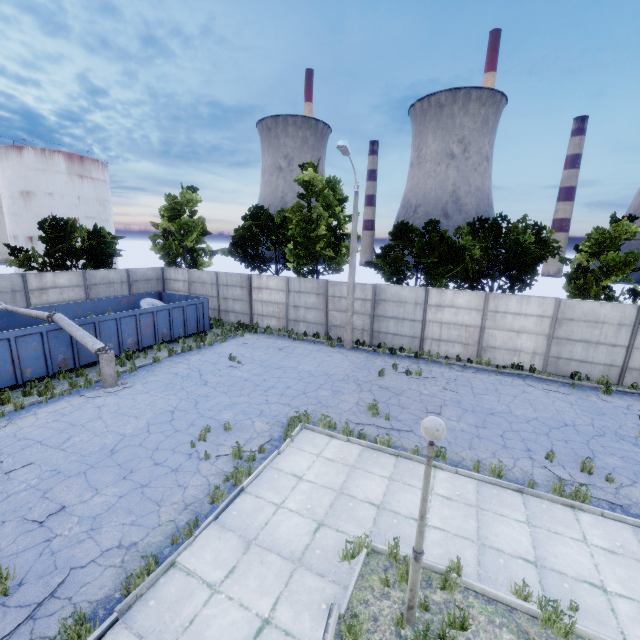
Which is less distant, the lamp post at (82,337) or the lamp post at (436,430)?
the lamp post at (436,430)

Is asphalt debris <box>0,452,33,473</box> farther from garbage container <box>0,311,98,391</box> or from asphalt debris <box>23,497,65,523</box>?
garbage container <box>0,311,98,391</box>

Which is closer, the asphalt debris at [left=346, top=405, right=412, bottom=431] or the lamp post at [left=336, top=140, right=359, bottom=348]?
the asphalt debris at [left=346, top=405, right=412, bottom=431]

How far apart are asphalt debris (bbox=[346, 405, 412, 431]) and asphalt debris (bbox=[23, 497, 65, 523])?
7.5 meters

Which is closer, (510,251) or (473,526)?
(473,526)

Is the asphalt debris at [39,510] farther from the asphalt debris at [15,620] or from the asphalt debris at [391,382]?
the asphalt debris at [391,382]

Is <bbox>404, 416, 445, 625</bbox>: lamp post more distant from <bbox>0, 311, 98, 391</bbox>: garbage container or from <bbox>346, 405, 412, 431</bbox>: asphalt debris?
<bbox>0, 311, 98, 391</bbox>: garbage container

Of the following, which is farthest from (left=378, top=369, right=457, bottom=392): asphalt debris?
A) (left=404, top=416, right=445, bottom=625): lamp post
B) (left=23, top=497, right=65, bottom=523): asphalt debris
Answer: (left=23, top=497, right=65, bottom=523): asphalt debris
